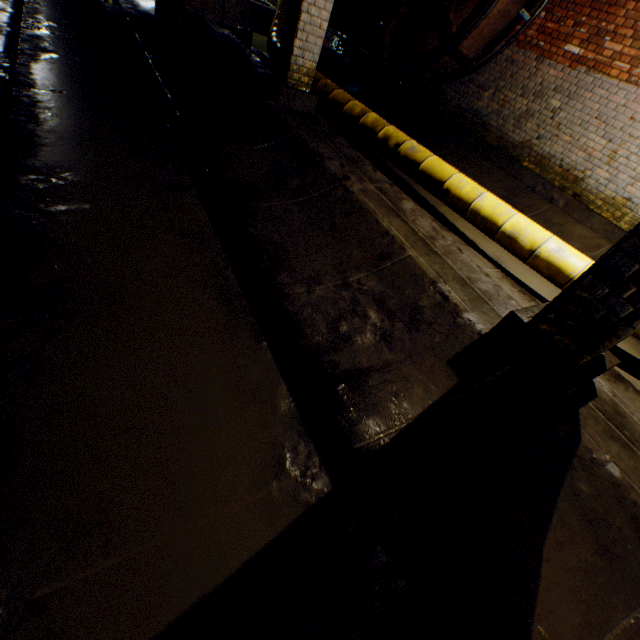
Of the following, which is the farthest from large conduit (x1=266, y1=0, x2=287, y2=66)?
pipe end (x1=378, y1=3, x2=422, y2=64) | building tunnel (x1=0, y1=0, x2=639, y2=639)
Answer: pipe end (x1=378, y1=3, x2=422, y2=64)

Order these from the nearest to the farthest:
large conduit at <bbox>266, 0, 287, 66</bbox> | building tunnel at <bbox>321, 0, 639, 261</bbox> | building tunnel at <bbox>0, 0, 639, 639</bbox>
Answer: building tunnel at <bbox>0, 0, 639, 639</bbox>
building tunnel at <bbox>321, 0, 639, 261</bbox>
large conduit at <bbox>266, 0, 287, 66</bbox>

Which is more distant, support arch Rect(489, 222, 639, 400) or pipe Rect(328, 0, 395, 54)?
pipe Rect(328, 0, 395, 54)

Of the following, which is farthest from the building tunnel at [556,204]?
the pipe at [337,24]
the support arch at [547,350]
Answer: the pipe at [337,24]

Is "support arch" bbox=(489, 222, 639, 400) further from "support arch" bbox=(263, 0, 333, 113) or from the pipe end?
the pipe end

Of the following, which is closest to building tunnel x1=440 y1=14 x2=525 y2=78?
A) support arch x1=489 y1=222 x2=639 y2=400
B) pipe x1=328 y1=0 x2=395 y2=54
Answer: support arch x1=489 y1=222 x2=639 y2=400

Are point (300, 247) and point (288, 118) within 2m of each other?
no

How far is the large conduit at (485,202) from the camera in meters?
3.7 m
